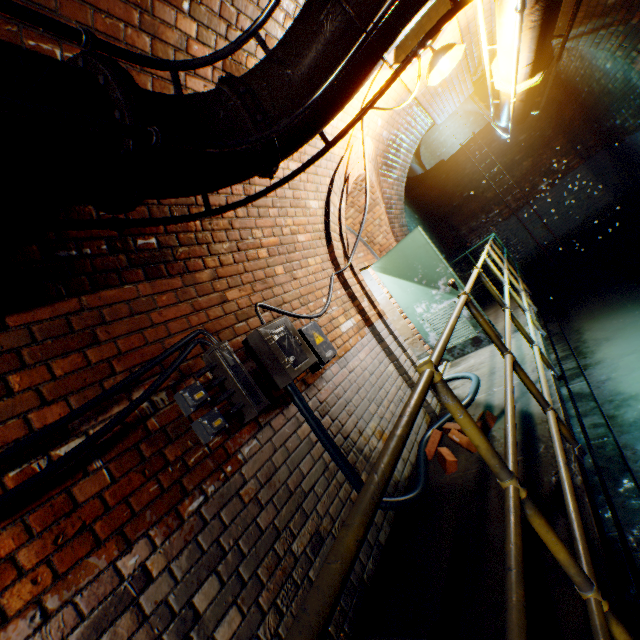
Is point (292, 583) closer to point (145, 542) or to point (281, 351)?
point (145, 542)

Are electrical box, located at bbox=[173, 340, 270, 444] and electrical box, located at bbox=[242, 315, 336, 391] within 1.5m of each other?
yes

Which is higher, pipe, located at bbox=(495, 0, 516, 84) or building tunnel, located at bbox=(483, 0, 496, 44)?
building tunnel, located at bbox=(483, 0, 496, 44)

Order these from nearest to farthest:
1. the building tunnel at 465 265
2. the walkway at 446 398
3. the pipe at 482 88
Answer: the walkway at 446 398, the pipe at 482 88, the building tunnel at 465 265

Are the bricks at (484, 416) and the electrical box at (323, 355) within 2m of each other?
yes

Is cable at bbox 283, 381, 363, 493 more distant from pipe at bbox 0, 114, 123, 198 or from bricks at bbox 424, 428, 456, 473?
pipe at bbox 0, 114, 123, 198

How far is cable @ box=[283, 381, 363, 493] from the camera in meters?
2.4

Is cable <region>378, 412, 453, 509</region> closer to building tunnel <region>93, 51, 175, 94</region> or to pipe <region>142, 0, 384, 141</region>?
building tunnel <region>93, 51, 175, 94</region>
